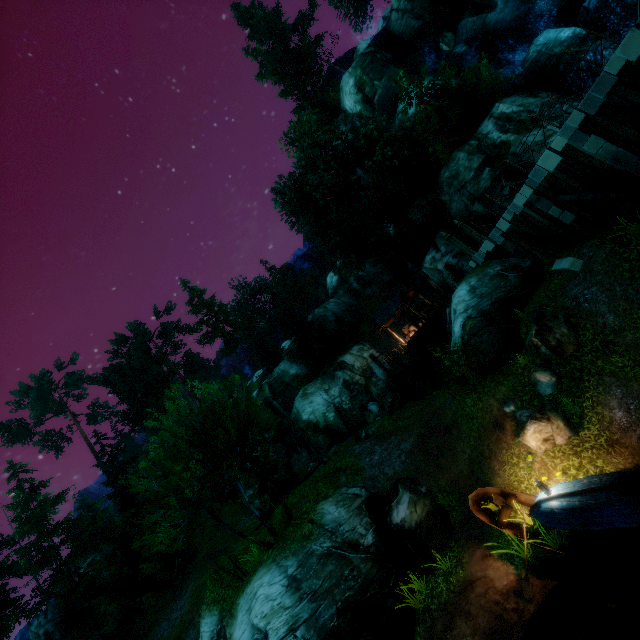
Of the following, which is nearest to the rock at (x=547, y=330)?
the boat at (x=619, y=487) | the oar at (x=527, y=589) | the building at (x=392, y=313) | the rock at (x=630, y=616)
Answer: the boat at (x=619, y=487)

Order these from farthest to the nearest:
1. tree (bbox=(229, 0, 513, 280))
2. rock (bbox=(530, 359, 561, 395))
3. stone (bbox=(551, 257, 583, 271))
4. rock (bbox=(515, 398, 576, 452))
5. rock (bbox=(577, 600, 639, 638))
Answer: tree (bbox=(229, 0, 513, 280)) < stone (bbox=(551, 257, 583, 271)) < rock (bbox=(530, 359, 561, 395)) < rock (bbox=(515, 398, 576, 452)) < rock (bbox=(577, 600, 639, 638))

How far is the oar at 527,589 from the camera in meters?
9.1

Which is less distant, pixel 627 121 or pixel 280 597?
pixel 627 121

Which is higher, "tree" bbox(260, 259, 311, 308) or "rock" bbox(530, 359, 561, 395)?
"tree" bbox(260, 259, 311, 308)

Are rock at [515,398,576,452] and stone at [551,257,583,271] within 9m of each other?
yes

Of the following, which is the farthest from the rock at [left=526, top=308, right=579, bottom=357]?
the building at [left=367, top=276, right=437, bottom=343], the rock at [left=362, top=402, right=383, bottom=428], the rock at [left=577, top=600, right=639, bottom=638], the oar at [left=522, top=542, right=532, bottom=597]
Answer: the rock at [left=362, top=402, right=383, bottom=428]
